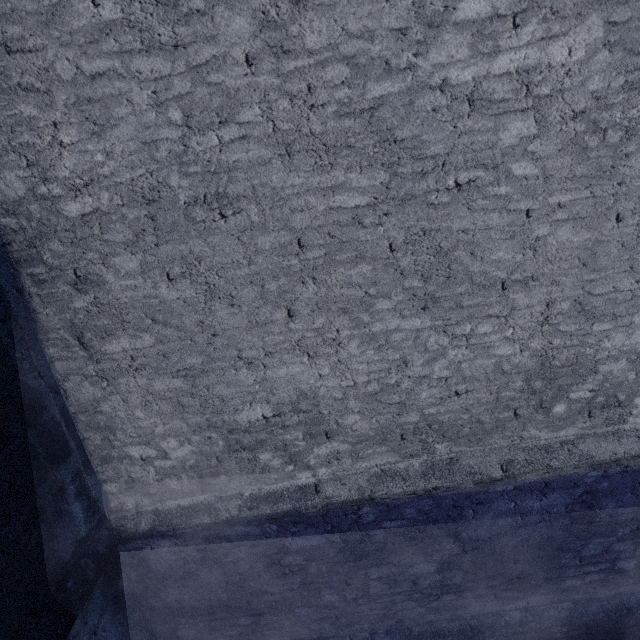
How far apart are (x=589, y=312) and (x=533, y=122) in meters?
1.5
